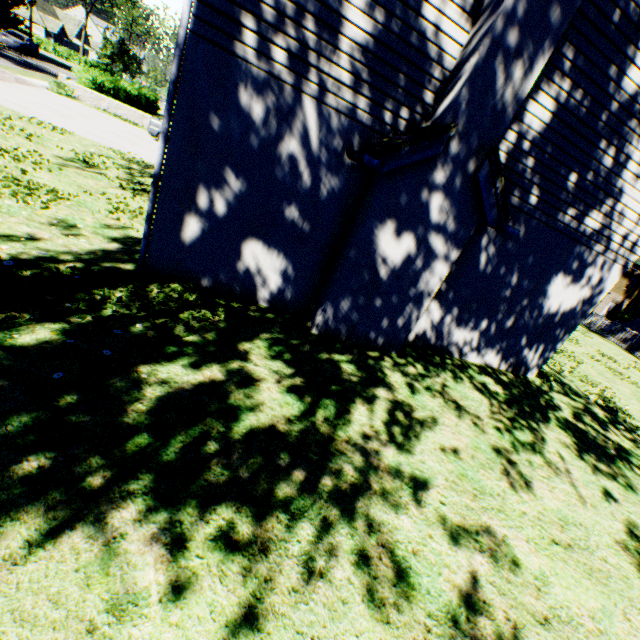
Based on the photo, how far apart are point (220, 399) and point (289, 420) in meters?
0.9

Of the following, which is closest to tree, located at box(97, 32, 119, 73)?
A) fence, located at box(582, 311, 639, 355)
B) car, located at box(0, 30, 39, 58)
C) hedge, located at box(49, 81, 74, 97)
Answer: fence, located at box(582, 311, 639, 355)

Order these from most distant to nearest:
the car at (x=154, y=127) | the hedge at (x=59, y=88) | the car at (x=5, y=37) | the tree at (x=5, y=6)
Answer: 1. the tree at (x=5, y=6)
2. the car at (x=5, y=37)
3. the hedge at (x=59, y=88)
4. the car at (x=154, y=127)

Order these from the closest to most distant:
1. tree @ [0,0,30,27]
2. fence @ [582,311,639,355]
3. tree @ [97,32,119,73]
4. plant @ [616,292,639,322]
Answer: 1. fence @ [582,311,639,355]
2. tree @ [0,0,30,27]
3. plant @ [616,292,639,322]
4. tree @ [97,32,119,73]

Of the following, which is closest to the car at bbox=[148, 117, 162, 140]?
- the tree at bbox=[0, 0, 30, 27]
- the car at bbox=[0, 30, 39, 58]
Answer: the tree at bbox=[0, 0, 30, 27]

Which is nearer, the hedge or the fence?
the hedge

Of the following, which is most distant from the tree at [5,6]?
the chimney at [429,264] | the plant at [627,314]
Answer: the chimney at [429,264]

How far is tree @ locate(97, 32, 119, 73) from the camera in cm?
5397
